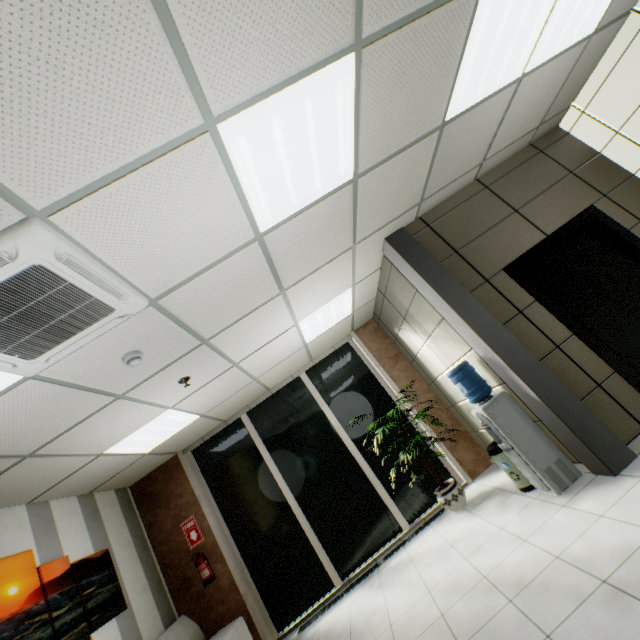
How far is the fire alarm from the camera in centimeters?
282cm

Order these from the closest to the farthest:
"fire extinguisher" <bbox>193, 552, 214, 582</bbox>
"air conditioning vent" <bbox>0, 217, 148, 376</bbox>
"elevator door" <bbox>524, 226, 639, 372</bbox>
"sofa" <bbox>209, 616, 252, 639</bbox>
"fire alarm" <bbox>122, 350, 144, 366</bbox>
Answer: "air conditioning vent" <bbox>0, 217, 148, 376</bbox> < "fire alarm" <bbox>122, 350, 144, 366</bbox> < "elevator door" <bbox>524, 226, 639, 372</bbox> < "sofa" <bbox>209, 616, 252, 639</bbox> < "fire extinguisher" <bbox>193, 552, 214, 582</bbox>

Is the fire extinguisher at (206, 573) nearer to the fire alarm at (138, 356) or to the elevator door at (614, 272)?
the fire alarm at (138, 356)

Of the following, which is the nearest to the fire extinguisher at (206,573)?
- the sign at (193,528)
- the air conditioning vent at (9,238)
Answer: the sign at (193,528)

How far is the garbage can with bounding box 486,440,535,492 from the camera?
3.7 meters

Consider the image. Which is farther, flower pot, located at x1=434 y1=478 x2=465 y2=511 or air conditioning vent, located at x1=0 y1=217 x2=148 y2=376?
flower pot, located at x1=434 y1=478 x2=465 y2=511

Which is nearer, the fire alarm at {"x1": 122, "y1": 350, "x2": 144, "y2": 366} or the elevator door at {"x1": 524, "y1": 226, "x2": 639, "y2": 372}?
the fire alarm at {"x1": 122, "y1": 350, "x2": 144, "y2": 366}

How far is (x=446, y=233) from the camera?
4.0m
